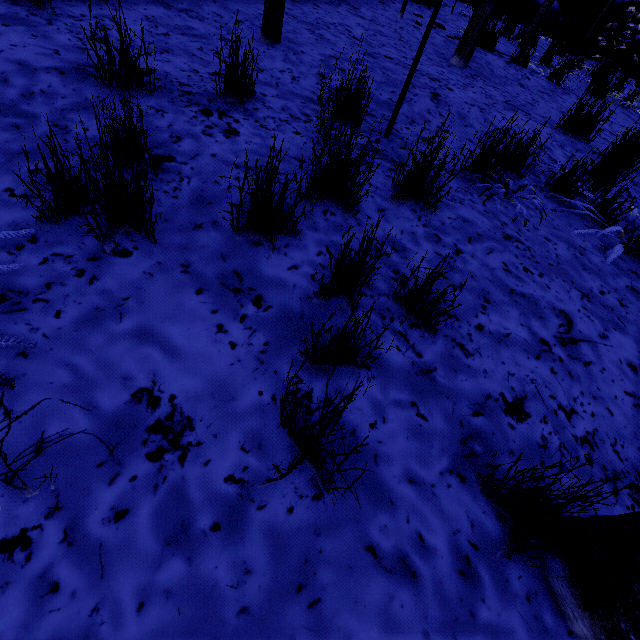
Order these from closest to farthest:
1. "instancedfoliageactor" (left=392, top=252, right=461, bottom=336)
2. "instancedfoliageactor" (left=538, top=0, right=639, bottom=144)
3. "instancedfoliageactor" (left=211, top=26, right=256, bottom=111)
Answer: "instancedfoliageactor" (left=392, top=252, right=461, bottom=336), "instancedfoliageactor" (left=211, top=26, right=256, bottom=111), "instancedfoliageactor" (left=538, top=0, right=639, bottom=144)

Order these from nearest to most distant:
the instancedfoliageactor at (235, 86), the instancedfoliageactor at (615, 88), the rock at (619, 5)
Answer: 1. the instancedfoliageactor at (235, 86)
2. the instancedfoliageactor at (615, 88)
3. the rock at (619, 5)

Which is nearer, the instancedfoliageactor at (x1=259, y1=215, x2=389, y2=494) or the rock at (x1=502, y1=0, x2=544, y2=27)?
the instancedfoliageactor at (x1=259, y1=215, x2=389, y2=494)

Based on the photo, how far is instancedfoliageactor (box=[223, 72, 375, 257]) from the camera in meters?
1.4 m

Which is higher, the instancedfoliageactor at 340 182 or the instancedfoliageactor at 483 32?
the instancedfoliageactor at 483 32

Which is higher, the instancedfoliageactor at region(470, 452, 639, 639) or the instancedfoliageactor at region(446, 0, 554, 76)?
the instancedfoliageactor at region(446, 0, 554, 76)

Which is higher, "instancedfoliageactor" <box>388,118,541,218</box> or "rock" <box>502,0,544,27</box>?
"rock" <box>502,0,544,27</box>

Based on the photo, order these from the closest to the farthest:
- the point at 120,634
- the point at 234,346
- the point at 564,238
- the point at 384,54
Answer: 1. the point at 120,634
2. the point at 234,346
3. the point at 564,238
4. the point at 384,54
